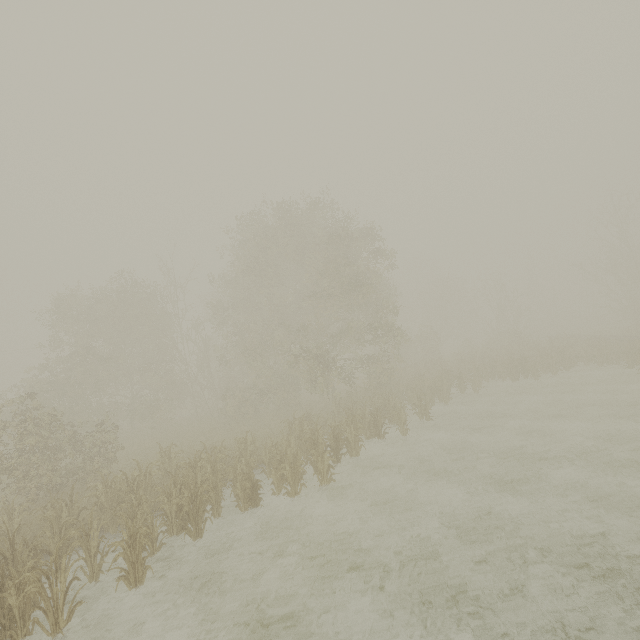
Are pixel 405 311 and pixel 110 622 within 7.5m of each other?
no
